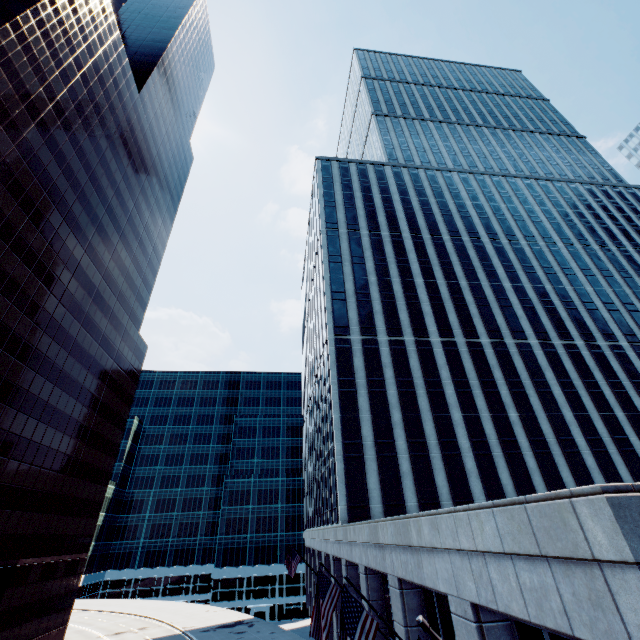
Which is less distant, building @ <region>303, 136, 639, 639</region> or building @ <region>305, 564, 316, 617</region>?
building @ <region>303, 136, 639, 639</region>

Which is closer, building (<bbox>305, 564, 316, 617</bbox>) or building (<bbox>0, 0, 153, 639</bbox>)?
building (<bbox>0, 0, 153, 639</bbox>)

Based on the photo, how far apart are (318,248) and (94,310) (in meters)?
31.72

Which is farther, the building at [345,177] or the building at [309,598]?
the building at [309,598]

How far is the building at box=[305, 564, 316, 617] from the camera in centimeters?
4075cm

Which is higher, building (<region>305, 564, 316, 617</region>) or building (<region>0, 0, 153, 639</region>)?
building (<region>0, 0, 153, 639</region>)

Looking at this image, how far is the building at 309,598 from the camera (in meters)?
40.75

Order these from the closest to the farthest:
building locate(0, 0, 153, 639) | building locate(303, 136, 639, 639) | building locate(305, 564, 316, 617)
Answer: building locate(303, 136, 639, 639)
building locate(0, 0, 153, 639)
building locate(305, 564, 316, 617)
